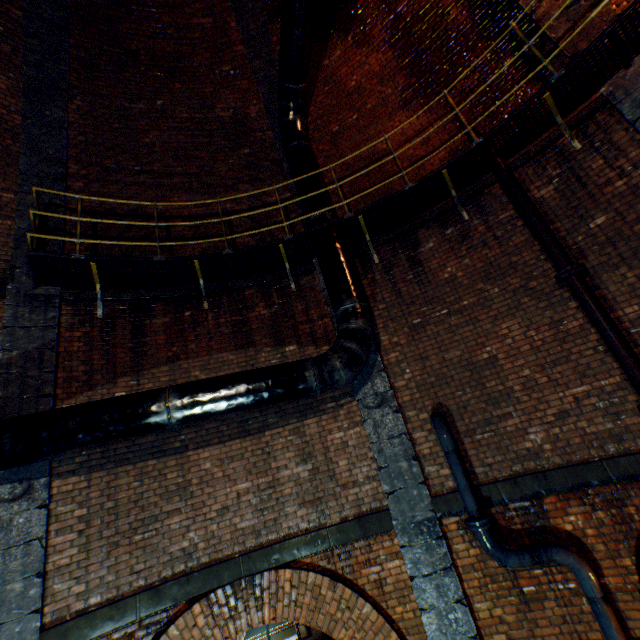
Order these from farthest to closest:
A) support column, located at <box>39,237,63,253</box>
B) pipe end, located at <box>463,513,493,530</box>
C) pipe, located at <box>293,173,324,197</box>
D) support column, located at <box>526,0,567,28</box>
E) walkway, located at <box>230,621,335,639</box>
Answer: walkway, located at <box>230,621,335,639</box> → pipe, located at <box>293,173,324,197</box> → support column, located at <box>39,237,63,253</box> → support column, located at <box>526,0,567,28</box> → pipe end, located at <box>463,513,493,530</box>

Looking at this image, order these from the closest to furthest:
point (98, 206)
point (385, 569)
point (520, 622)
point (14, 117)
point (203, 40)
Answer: point (520, 622)
point (385, 569)
point (14, 117)
point (98, 206)
point (203, 40)

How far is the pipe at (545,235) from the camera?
4.85m

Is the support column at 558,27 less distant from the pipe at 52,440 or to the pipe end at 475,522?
the pipe at 52,440

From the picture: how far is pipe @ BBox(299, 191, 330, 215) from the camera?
6.2m

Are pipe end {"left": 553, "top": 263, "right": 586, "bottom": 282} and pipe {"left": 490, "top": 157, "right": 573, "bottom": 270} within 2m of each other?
yes

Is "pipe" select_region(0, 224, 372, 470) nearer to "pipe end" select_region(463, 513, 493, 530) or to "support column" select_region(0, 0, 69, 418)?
"support column" select_region(0, 0, 69, 418)

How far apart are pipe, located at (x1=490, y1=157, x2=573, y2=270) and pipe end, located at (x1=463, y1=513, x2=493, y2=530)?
3.77m
